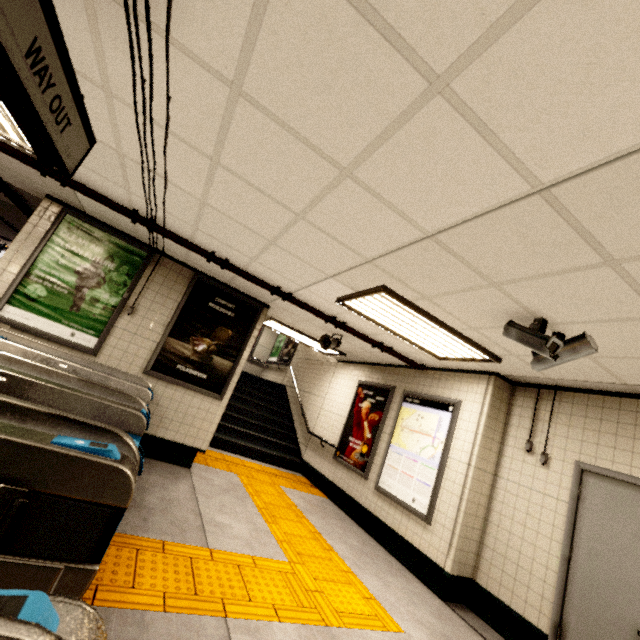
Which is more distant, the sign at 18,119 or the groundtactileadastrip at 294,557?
the groundtactileadastrip at 294,557

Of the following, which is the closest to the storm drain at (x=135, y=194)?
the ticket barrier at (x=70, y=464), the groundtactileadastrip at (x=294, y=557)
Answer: the ticket barrier at (x=70, y=464)

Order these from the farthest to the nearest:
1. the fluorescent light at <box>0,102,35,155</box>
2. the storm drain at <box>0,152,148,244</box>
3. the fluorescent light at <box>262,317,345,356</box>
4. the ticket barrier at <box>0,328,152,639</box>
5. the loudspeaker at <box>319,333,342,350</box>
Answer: the fluorescent light at <box>262,317,345,356</box> < the loudspeaker at <box>319,333,342,350</box> < the storm drain at <box>0,152,148,244</box> < the fluorescent light at <box>0,102,35,155</box> < the ticket barrier at <box>0,328,152,639</box>

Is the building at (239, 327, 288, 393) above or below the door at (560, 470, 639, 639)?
above

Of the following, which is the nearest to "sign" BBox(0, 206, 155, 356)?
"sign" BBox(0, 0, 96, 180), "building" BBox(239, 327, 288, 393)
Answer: "sign" BBox(0, 0, 96, 180)

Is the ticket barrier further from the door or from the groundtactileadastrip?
the door

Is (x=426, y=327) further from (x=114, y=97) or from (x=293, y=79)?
(x=114, y=97)

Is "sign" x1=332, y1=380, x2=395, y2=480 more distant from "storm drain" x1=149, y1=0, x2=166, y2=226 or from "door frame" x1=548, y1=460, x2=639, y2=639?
"door frame" x1=548, y1=460, x2=639, y2=639
